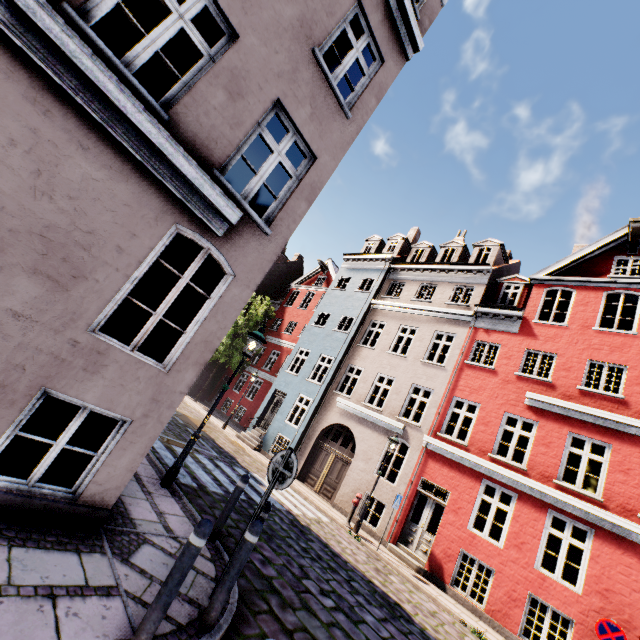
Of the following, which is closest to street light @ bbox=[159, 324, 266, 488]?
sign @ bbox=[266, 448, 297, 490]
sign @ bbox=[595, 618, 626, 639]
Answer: sign @ bbox=[266, 448, 297, 490]

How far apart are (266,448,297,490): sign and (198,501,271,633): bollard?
0.53m

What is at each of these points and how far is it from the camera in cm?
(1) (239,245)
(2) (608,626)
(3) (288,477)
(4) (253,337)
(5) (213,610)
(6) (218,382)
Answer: (1) building, 500
(2) sign, 736
(3) sign, 438
(4) street light, 735
(5) bollard, 346
(6) building, 2850

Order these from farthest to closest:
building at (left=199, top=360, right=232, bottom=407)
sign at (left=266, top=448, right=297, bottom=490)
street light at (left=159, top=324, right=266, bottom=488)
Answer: building at (left=199, top=360, right=232, bottom=407), street light at (left=159, top=324, right=266, bottom=488), sign at (left=266, top=448, right=297, bottom=490)

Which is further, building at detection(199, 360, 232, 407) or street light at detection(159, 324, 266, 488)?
building at detection(199, 360, 232, 407)

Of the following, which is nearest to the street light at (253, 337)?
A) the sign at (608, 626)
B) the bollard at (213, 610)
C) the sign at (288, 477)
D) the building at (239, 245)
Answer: the building at (239, 245)

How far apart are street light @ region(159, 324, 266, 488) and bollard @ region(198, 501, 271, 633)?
3.37m

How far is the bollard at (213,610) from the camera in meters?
3.4 m
